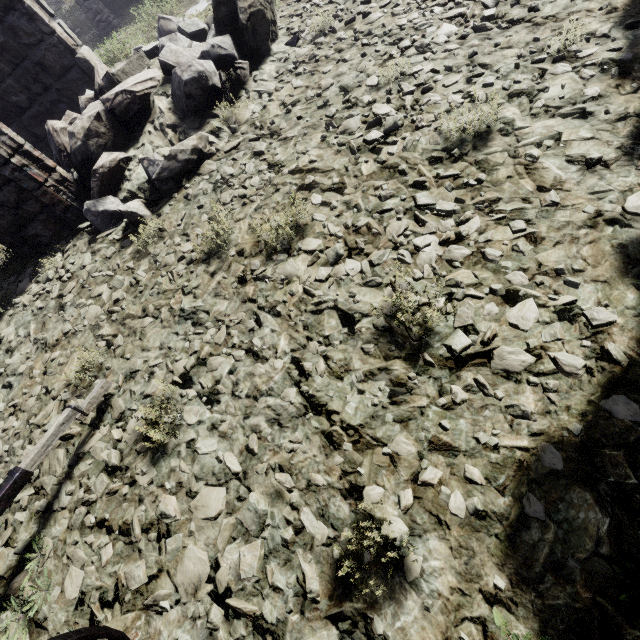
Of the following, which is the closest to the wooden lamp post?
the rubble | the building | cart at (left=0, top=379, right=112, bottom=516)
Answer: the building

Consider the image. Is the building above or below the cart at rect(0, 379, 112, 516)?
above

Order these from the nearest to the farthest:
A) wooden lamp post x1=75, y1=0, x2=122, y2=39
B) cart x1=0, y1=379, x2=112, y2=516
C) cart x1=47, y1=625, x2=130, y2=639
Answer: cart x1=47, y1=625, x2=130, y2=639
cart x1=0, y1=379, x2=112, y2=516
wooden lamp post x1=75, y1=0, x2=122, y2=39

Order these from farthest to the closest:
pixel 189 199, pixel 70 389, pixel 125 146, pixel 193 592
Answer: pixel 125 146, pixel 189 199, pixel 70 389, pixel 193 592

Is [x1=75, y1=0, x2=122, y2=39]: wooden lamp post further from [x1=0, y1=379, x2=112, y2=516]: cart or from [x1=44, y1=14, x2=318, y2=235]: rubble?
[x1=0, y1=379, x2=112, y2=516]: cart

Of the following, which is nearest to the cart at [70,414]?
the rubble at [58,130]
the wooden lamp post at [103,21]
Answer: the rubble at [58,130]
